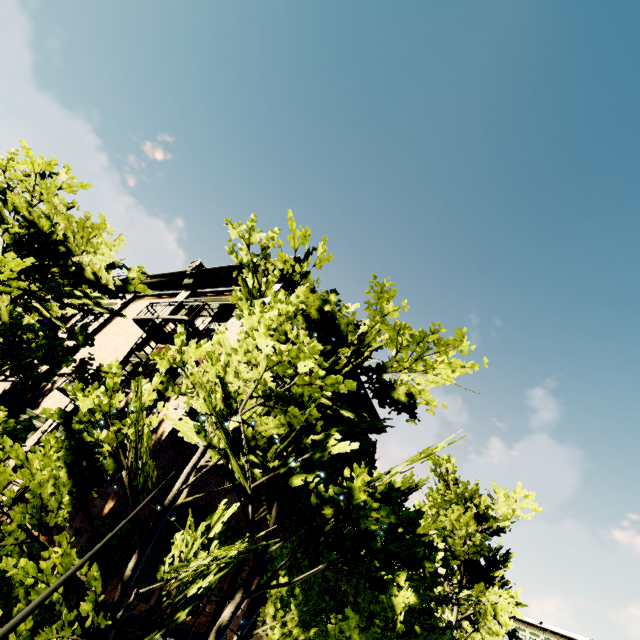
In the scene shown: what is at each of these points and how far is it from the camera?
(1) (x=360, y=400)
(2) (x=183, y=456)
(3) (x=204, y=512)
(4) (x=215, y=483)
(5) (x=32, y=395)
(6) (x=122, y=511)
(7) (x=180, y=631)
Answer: (1) building, 15.9m
(2) building, 8.0m
(3) building, 8.6m
(4) building, 9.2m
(5) building, 13.0m
(6) building, 6.9m
(7) building, 8.1m

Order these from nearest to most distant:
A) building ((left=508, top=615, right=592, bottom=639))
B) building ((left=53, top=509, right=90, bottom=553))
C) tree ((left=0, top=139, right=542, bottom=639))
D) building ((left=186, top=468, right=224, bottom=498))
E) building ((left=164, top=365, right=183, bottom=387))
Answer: tree ((left=0, top=139, right=542, bottom=639)) < building ((left=53, top=509, right=90, bottom=553)) < building ((left=186, top=468, right=224, bottom=498)) < building ((left=164, top=365, right=183, bottom=387)) < building ((left=508, top=615, right=592, bottom=639))

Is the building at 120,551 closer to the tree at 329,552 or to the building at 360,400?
the tree at 329,552

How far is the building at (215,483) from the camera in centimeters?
858cm

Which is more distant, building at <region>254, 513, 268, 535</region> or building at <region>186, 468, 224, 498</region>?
building at <region>254, 513, 268, 535</region>

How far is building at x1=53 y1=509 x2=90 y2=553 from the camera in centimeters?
633cm
